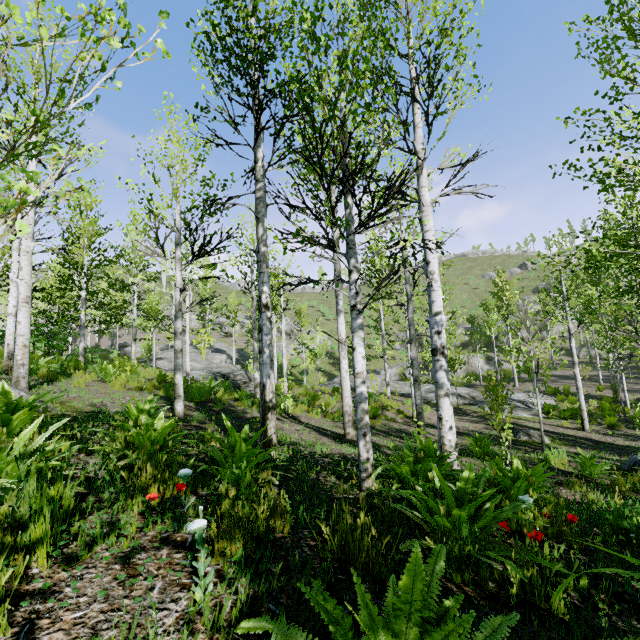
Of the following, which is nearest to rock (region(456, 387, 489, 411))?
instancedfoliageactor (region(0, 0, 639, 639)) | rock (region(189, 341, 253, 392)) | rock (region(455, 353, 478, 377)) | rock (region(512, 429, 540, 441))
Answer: instancedfoliageactor (region(0, 0, 639, 639))

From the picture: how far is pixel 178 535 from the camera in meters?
1.9

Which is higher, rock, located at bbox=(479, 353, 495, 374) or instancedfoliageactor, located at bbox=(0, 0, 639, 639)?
instancedfoliageactor, located at bbox=(0, 0, 639, 639)

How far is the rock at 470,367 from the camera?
35.16m

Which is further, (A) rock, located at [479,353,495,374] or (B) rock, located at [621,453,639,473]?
(A) rock, located at [479,353,495,374]

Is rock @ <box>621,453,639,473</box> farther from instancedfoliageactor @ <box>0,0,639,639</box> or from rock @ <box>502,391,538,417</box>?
rock @ <box>502,391,538,417</box>

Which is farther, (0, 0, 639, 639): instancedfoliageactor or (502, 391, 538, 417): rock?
(502, 391, 538, 417): rock
